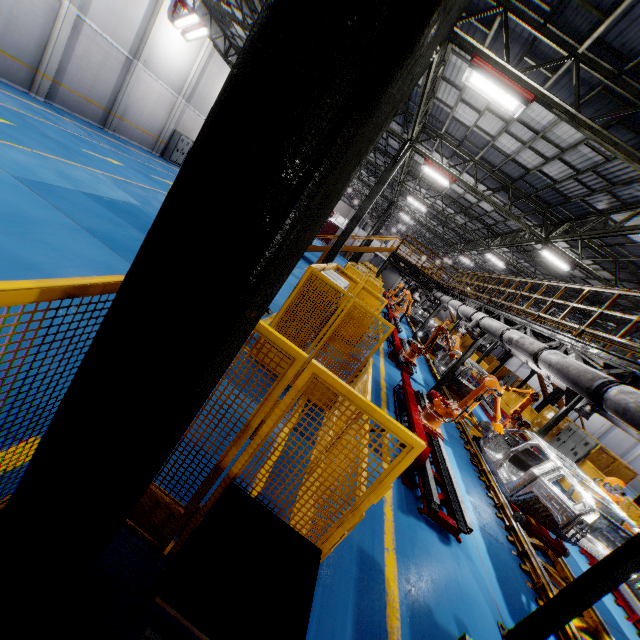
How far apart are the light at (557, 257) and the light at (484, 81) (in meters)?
8.63

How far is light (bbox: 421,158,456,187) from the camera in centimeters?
1452cm

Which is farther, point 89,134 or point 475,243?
point 475,243

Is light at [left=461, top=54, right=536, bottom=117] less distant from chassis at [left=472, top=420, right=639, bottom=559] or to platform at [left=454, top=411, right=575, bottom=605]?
chassis at [left=472, top=420, right=639, bottom=559]

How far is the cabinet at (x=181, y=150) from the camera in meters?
22.9

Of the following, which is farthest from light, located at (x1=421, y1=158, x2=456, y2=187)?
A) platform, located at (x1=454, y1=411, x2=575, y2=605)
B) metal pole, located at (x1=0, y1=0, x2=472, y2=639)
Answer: metal pole, located at (x1=0, y1=0, x2=472, y2=639)

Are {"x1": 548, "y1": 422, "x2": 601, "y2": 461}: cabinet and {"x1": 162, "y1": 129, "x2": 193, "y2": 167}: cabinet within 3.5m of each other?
no

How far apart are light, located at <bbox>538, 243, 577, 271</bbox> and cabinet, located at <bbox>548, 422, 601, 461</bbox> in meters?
8.1
